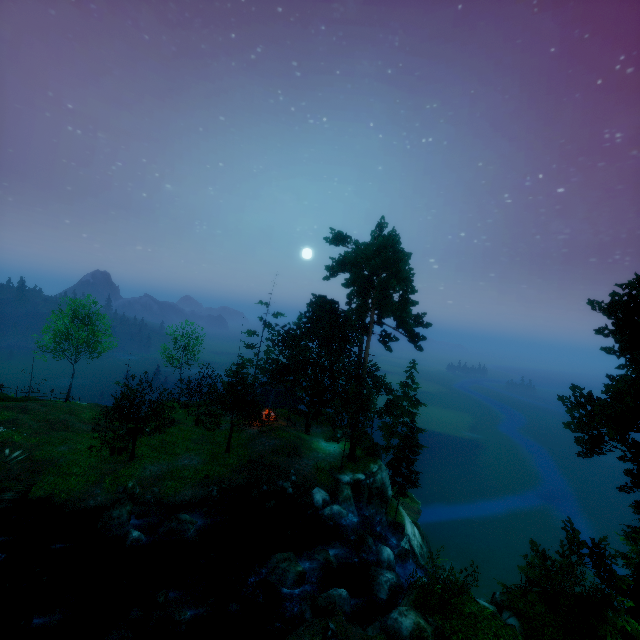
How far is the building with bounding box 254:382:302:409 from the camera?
35.5 meters

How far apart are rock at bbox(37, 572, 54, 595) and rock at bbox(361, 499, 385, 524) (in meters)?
21.05

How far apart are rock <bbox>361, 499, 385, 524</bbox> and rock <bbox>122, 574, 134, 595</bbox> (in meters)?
17.06

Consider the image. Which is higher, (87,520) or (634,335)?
(634,335)

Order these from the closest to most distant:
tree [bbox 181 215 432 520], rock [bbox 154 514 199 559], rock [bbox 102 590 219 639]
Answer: rock [bbox 102 590 219 639]
rock [bbox 154 514 199 559]
tree [bbox 181 215 432 520]

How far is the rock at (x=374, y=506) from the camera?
27.8m

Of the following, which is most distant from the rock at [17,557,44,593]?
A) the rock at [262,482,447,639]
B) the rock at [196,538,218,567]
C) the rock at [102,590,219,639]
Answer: the rock at [262,482,447,639]

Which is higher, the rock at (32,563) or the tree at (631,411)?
the tree at (631,411)
